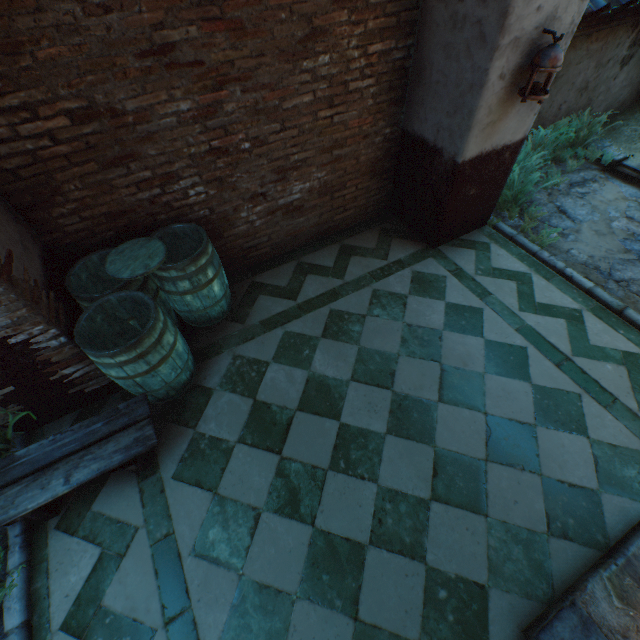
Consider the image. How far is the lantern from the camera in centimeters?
271cm

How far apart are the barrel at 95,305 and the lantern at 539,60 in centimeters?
325cm

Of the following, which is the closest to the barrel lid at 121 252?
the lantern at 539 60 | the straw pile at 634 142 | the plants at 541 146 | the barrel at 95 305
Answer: the barrel at 95 305

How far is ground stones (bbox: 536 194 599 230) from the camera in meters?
4.6

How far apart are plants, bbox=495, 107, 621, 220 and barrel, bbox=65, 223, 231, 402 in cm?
382

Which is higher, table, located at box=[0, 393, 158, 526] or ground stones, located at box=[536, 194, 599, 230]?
table, located at box=[0, 393, 158, 526]

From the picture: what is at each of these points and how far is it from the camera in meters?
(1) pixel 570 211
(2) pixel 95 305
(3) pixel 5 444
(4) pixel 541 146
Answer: (1) ground stones, 4.8 m
(2) barrel, 2.7 m
(3) plants, 2.9 m
(4) plants, 4.8 m

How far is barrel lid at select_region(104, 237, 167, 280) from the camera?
2.9 meters
